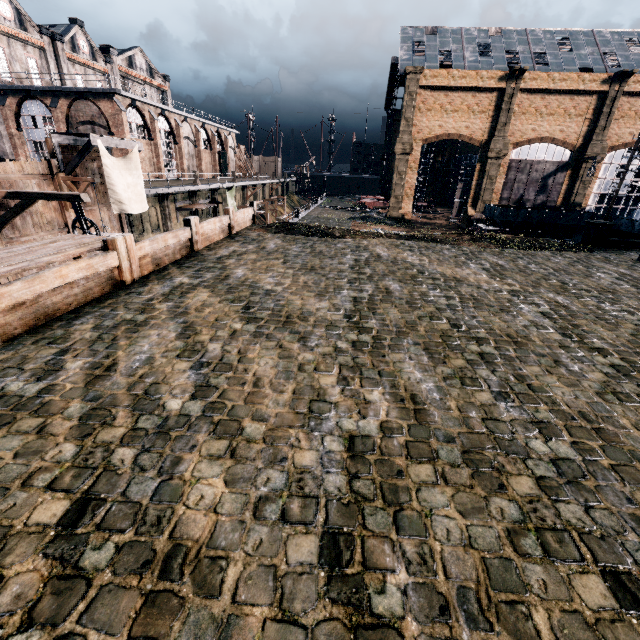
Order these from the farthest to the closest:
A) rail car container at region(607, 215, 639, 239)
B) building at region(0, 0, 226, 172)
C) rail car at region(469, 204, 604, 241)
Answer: rail car at region(469, 204, 604, 241)
building at region(0, 0, 226, 172)
rail car container at region(607, 215, 639, 239)

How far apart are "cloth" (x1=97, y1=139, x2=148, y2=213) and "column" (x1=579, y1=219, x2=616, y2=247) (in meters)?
31.23

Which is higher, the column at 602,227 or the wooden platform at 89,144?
the wooden platform at 89,144

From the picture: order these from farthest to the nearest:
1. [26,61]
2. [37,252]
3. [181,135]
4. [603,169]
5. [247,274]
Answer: [181,135] → [603,169] → [26,61] → [247,274] → [37,252]

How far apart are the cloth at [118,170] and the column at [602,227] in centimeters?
3123cm

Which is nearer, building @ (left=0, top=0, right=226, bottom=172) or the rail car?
building @ (left=0, top=0, right=226, bottom=172)

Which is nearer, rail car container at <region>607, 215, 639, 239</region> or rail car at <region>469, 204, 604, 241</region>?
rail car container at <region>607, 215, 639, 239</region>

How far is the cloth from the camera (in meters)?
19.97
